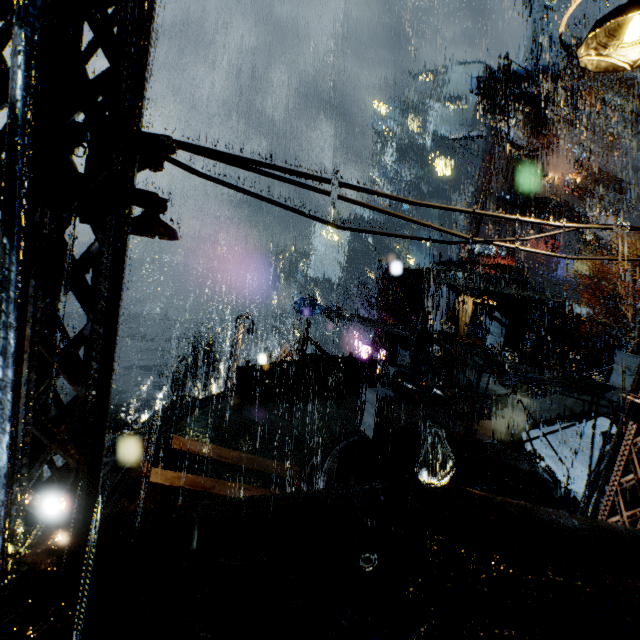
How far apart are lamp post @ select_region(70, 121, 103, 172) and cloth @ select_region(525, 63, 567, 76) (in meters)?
57.29

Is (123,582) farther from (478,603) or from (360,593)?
(478,603)

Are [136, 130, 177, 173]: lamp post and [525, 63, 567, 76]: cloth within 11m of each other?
no

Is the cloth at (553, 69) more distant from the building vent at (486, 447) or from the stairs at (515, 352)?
the building vent at (486, 447)

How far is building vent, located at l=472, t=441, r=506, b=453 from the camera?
15.30m

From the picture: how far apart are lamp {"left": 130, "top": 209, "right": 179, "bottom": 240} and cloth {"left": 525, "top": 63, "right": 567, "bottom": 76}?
57.5m

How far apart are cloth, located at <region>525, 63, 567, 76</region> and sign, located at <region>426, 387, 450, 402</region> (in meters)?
48.96

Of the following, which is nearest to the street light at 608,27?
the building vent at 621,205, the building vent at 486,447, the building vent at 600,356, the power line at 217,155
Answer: the power line at 217,155
